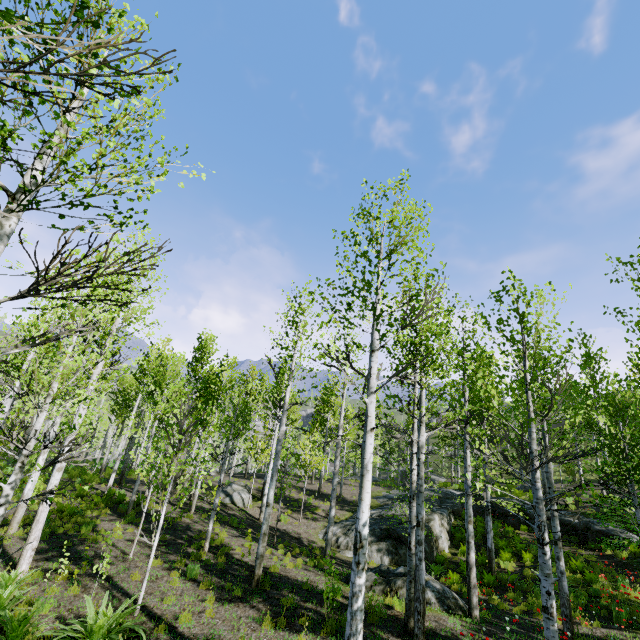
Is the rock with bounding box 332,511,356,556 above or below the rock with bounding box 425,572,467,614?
below

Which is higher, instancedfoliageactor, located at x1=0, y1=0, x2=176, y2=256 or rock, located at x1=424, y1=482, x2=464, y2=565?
instancedfoliageactor, located at x1=0, y1=0, x2=176, y2=256

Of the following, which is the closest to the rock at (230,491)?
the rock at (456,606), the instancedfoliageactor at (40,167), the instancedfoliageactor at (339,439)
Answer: the instancedfoliageactor at (339,439)

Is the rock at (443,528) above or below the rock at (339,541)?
above

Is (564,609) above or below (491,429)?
below

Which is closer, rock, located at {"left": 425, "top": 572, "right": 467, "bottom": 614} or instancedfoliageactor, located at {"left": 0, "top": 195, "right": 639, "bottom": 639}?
instancedfoliageactor, located at {"left": 0, "top": 195, "right": 639, "bottom": 639}

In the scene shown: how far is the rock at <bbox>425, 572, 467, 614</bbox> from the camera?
8.97m

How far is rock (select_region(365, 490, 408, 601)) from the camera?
9.45m
